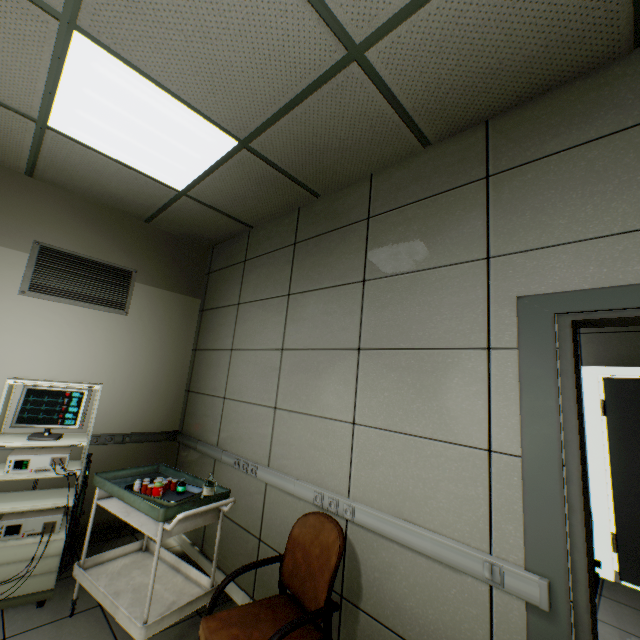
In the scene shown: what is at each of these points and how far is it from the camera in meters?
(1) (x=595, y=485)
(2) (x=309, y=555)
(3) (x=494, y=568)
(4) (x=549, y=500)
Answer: (1) doorway, 3.5
(2) chair, 1.9
(3) switch, 1.4
(4) door, 1.3

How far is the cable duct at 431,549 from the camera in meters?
1.3 m

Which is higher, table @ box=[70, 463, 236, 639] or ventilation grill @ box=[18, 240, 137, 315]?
ventilation grill @ box=[18, 240, 137, 315]

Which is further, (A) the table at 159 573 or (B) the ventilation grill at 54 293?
(B) the ventilation grill at 54 293

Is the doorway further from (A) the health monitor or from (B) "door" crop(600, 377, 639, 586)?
(A) the health monitor

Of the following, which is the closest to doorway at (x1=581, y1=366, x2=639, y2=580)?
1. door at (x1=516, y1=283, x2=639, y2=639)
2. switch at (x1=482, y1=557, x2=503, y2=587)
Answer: door at (x1=516, y1=283, x2=639, y2=639)

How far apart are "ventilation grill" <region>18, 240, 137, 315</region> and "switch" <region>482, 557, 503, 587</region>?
3.64m

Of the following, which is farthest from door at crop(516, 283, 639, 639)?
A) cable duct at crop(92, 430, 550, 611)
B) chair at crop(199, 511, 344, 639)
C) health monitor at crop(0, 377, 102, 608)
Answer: health monitor at crop(0, 377, 102, 608)
